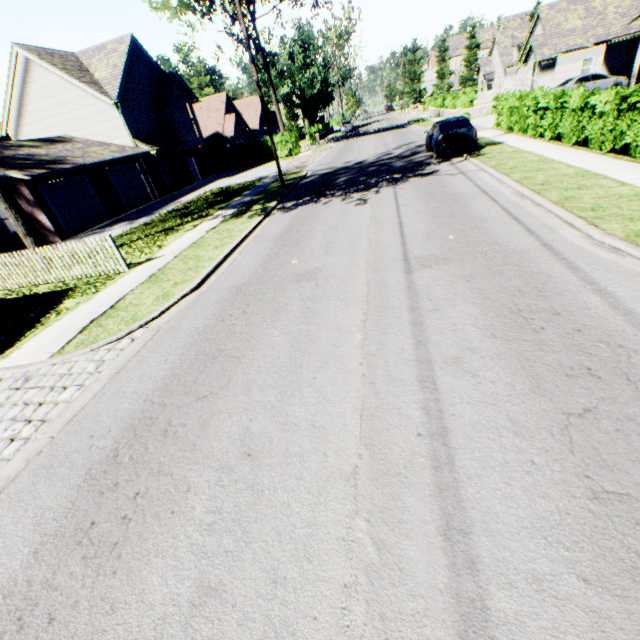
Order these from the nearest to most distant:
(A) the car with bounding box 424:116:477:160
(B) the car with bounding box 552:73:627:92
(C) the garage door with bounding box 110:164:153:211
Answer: (A) the car with bounding box 424:116:477:160 → (C) the garage door with bounding box 110:164:153:211 → (B) the car with bounding box 552:73:627:92

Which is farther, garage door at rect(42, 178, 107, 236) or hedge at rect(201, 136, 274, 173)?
hedge at rect(201, 136, 274, 173)

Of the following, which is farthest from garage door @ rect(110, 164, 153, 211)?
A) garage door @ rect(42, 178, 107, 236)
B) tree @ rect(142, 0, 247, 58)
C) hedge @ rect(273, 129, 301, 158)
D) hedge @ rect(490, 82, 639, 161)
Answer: hedge @ rect(490, 82, 639, 161)

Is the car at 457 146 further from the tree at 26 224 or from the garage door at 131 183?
the garage door at 131 183

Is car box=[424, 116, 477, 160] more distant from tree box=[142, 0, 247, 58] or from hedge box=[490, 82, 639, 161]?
tree box=[142, 0, 247, 58]

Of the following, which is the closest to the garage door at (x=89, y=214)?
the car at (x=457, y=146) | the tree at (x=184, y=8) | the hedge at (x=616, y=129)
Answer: the tree at (x=184, y=8)

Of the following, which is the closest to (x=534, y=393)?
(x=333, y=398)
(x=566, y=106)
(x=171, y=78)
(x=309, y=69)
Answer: (x=333, y=398)

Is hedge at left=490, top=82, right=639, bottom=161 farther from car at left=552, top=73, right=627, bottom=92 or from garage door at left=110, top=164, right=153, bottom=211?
garage door at left=110, top=164, right=153, bottom=211
